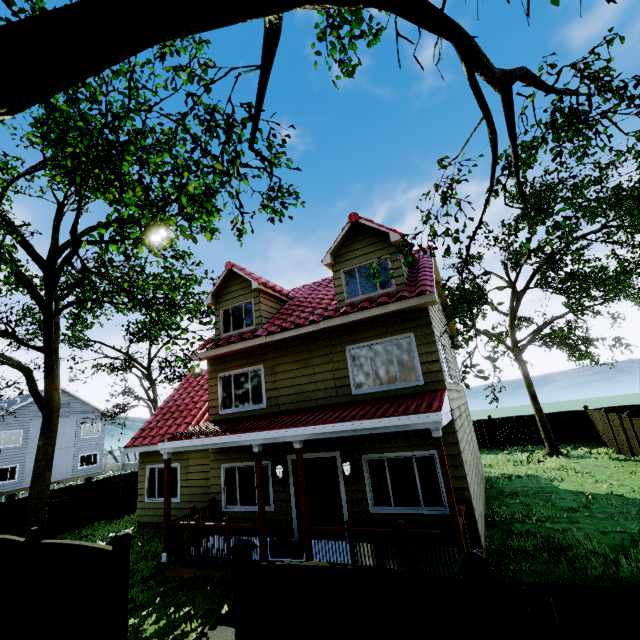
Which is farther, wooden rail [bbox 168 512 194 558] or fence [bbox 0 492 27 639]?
wooden rail [bbox 168 512 194 558]

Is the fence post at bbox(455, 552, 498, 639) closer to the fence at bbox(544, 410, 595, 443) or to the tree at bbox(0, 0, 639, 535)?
the fence at bbox(544, 410, 595, 443)

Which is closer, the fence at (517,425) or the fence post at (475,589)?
the fence post at (475,589)

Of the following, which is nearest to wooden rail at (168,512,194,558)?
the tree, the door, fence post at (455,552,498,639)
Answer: the door

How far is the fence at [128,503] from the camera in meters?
14.9

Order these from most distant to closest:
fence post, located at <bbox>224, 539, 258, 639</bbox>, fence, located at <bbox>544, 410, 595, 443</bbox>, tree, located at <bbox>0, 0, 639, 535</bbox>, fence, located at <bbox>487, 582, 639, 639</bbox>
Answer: fence, located at <bbox>544, 410, 595, 443</bbox> → fence post, located at <bbox>224, 539, 258, 639</bbox> → fence, located at <bbox>487, 582, 639, 639</bbox> → tree, located at <bbox>0, 0, 639, 535</bbox>

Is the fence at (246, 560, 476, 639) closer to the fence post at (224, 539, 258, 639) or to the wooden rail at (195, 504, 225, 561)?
the fence post at (224, 539, 258, 639)

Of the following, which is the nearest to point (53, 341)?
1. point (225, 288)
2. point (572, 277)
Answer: point (225, 288)
